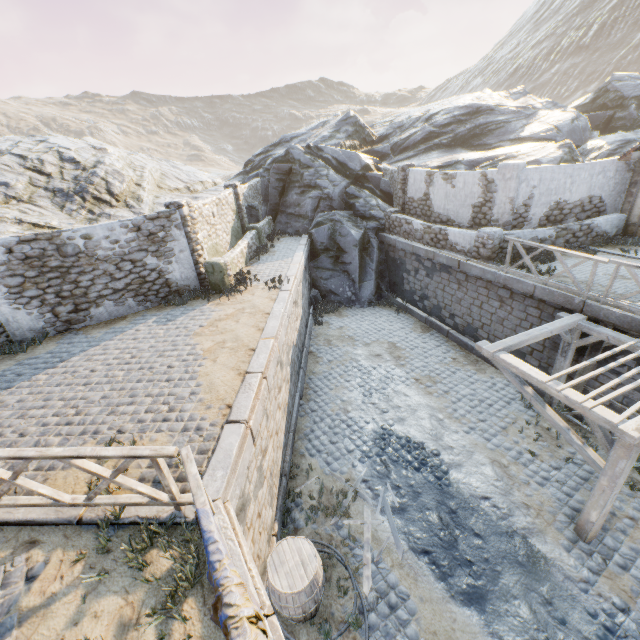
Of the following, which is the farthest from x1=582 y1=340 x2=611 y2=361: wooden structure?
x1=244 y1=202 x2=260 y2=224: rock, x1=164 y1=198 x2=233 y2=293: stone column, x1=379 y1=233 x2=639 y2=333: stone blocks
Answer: x1=244 y1=202 x2=260 y2=224: rock

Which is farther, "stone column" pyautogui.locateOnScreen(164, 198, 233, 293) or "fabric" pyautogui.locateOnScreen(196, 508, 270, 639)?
"stone column" pyautogui.locateOnScreen(164, 198, 233, 293)

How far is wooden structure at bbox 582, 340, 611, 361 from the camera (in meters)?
8.44

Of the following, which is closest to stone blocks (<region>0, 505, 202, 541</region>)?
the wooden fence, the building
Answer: the wooden fence

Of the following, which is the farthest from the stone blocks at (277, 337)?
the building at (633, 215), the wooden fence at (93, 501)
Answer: the building at (633, 215)

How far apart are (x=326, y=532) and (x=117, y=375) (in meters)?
6.05

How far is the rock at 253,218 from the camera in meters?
17.8

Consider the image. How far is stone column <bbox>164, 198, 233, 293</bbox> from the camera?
10.62m
